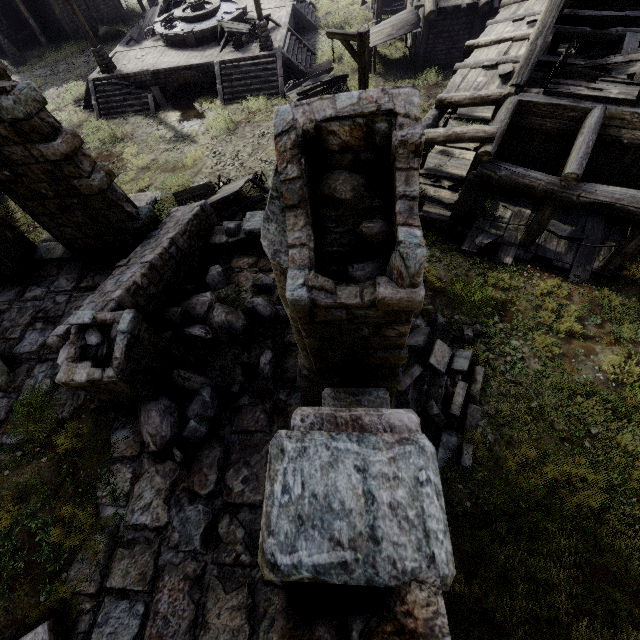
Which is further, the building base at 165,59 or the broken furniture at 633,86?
the building base at 165,59

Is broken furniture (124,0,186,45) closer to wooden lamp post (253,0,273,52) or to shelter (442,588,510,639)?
wooden lamp post (253,0,273,52)

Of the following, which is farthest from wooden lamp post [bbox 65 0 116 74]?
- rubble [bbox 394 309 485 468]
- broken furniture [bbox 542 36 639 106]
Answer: broken furniture [bbox 542 36 639 106]

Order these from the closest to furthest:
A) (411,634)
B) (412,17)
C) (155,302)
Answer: (411,634) < (155,302) < (412,17)

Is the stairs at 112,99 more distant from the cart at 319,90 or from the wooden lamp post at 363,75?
the wooden lamp post at 363,75

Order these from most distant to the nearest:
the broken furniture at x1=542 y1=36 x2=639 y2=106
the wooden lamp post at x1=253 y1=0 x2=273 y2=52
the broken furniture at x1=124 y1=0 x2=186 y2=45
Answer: the broken furniture at x1=124 y1=0 x2=186 y2=45 → the wooden lamp post at x1=253 y1=0 x2=273 y2=52 → the broken furniture at x1=542 y1=36 x2=639 y2=106

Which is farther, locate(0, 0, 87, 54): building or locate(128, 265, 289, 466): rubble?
locate(0, 0, 87, 54): building

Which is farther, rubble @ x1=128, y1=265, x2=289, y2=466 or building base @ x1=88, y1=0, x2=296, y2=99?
building base @ x1=88, y1=0, x2=296, y2=99
